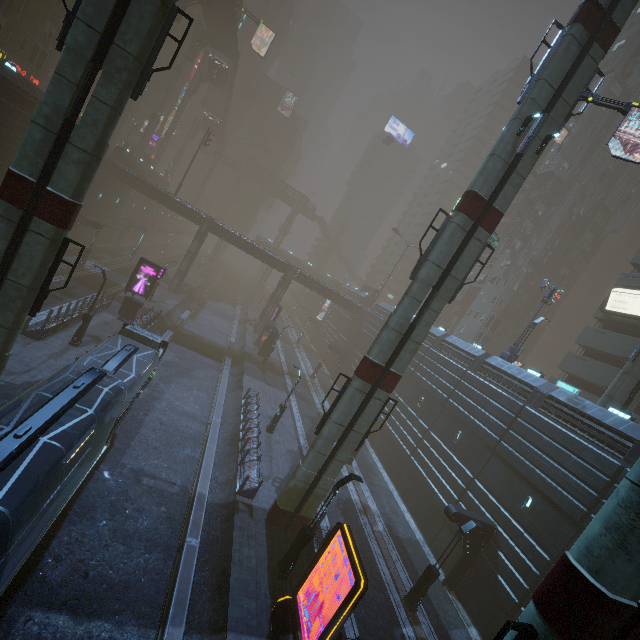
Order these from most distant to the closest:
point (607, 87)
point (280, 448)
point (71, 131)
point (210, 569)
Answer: point (607, 87) → point (280, 448) → point (210, 569) → point (71, 131)

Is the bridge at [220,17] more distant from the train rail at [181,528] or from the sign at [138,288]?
the train rail at [181,528]

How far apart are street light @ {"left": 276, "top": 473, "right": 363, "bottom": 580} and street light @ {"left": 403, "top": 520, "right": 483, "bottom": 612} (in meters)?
6.67

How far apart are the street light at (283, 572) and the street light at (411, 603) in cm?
667

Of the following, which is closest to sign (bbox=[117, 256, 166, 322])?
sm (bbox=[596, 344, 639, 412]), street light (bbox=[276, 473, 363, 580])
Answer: street light (bbox=[276, 473, 363, 580])

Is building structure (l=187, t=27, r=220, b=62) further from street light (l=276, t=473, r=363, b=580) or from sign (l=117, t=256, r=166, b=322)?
street light (l=276, t=473, r=363, b=580)

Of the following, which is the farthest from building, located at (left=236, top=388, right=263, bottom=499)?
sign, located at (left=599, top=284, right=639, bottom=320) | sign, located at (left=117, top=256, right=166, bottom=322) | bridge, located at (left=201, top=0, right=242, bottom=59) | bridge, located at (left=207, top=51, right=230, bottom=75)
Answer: bridge, located at (left=207, top=51, right=230, bottom=75)

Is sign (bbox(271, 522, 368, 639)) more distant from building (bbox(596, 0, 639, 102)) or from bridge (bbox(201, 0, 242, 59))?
bridge (bbox(201, 0, 242, 59))
